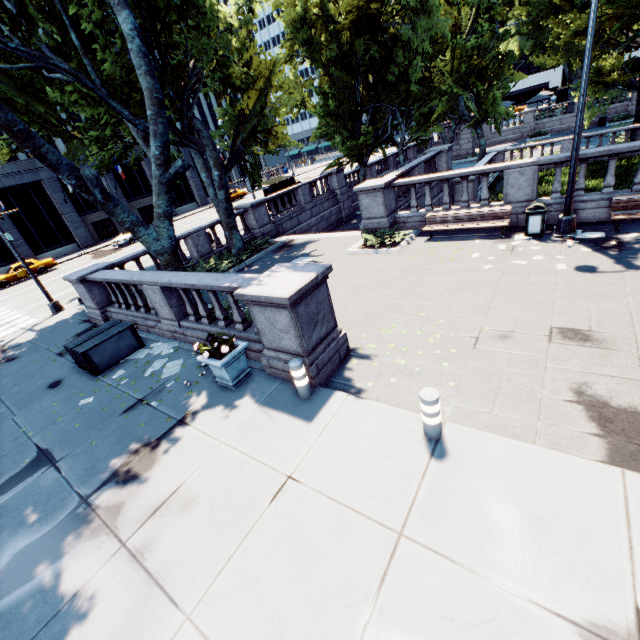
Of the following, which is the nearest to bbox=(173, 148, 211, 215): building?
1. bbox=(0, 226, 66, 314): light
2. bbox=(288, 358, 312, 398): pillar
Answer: bbox=(0, 226, 66, 314): light

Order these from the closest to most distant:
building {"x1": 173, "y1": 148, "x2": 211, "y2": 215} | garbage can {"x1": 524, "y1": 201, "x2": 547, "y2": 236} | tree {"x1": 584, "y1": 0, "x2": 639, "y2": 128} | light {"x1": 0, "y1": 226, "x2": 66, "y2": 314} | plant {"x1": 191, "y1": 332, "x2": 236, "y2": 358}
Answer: plant {"x1": 191, "y1": 332, "x2": 236, "y2": 358}, garbage can {"x1": 524, "y1": 201, "x2": 547, "y2": 236}, light {"x1": 0, "y1": 226, "x2": 66, "y2": 314}, tree {"x1": 584, "y1": 0, "x2": 639, "y2": 128}, building {"x1": 173, "y1": 148, "x2": 211, "y2": 215}

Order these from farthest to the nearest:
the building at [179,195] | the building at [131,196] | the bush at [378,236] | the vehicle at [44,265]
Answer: the building at [179,195], the building at [131,196], the vehicle at [44,265], the bush at [378,236]

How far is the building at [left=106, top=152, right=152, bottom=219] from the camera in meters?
40.8

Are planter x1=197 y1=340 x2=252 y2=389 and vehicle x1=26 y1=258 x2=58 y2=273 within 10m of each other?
A: no

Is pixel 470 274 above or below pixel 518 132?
above

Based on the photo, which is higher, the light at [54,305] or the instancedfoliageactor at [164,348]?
the light at [54,305]

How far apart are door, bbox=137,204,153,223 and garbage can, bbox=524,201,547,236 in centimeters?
4680cm
